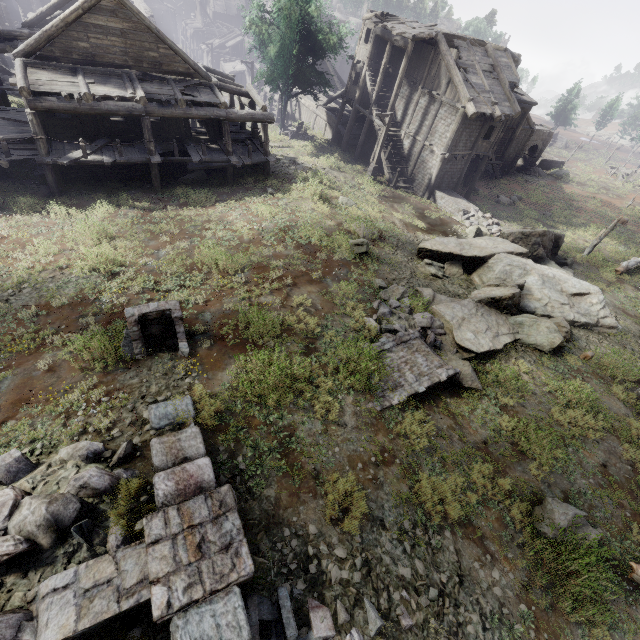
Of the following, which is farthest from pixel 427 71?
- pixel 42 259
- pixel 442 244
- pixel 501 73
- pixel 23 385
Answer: pixel 23 385

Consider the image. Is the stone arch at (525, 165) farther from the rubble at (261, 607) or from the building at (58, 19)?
the rubble at (261, 607)

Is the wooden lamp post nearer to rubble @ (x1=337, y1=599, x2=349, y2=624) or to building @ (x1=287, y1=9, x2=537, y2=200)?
building @ (x1=287, y1=9, x2=537, y2=200)

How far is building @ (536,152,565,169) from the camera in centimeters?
4412cm

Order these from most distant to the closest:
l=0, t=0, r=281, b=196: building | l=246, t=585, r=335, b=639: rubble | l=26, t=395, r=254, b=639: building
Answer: l=0, t=0, r=281, b=196: building < l=246, t=585, r=335, b=639: rubble < l=26, t=395, r=254, b=639: building

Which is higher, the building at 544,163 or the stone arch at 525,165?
the stone arch at 525,165

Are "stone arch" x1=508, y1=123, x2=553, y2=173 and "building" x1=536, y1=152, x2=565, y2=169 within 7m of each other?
yes

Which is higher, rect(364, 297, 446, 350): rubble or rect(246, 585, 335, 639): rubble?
rect(246, 585, 335, 639): rubble
